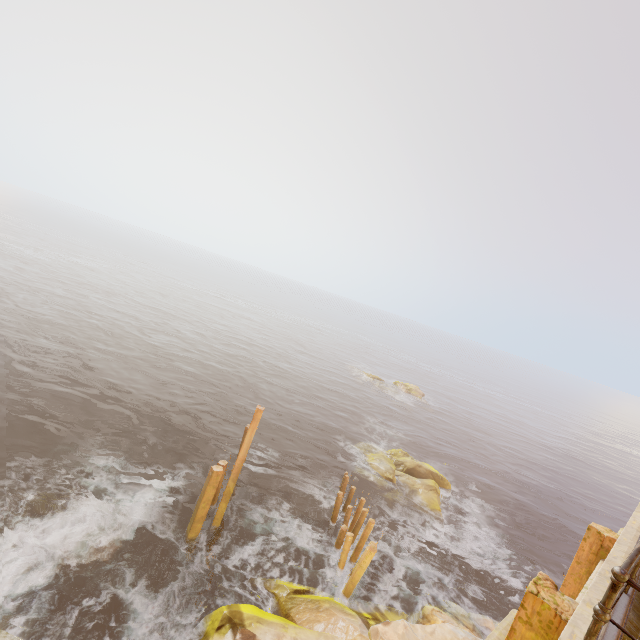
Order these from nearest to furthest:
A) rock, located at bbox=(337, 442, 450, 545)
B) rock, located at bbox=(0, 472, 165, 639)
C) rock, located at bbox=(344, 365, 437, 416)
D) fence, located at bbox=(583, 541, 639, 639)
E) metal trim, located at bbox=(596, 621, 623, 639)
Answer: fence, located at bbox=(583, 541, 639, 639) → metal trim, located at bbox=(596, 621, 623, 639) → rock, located at bbox=(0, 472, 165, 639) → rock, located at bbox=(337, 442, 450, 545) → rock, located at bbox=(344, 365, 437, 416)

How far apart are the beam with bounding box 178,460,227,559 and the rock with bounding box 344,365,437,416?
30.2m

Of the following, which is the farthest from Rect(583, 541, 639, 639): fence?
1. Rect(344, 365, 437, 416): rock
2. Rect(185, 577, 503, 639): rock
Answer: Rect(344, 365, 437, 416): rock

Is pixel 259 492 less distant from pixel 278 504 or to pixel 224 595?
pixel 278 504

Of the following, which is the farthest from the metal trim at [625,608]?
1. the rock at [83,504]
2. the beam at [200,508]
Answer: the rock at [83,504]

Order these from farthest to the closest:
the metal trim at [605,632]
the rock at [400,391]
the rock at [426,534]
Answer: the rock at [400,391] → the rock at [426,534] → the metal trim at [605,632]

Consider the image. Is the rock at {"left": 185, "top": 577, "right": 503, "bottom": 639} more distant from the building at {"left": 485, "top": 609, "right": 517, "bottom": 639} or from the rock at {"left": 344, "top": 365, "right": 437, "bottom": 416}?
the rock at {"left": 344, "top": 365, "right": 437, "bottom": 416}

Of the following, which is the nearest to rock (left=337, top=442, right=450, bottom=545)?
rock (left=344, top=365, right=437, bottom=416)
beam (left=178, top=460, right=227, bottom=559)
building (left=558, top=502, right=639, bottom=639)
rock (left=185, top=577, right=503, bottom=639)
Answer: rock (left=185, top=577, right=503, bottom=639)
